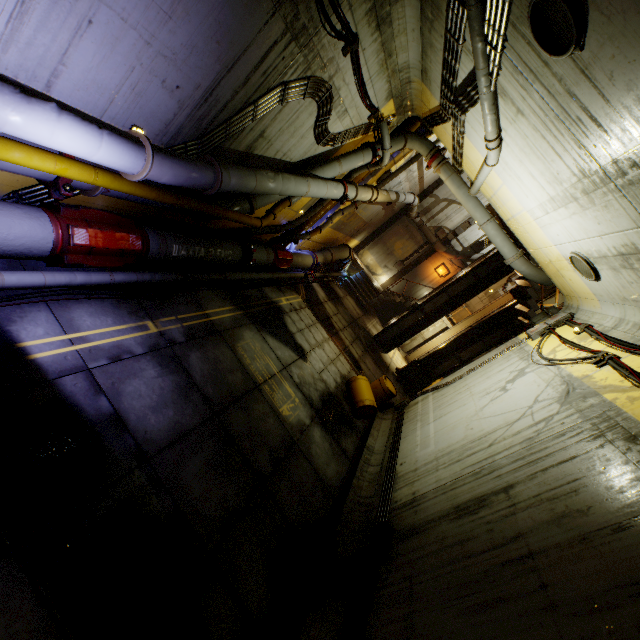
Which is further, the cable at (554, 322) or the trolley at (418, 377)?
the trolley at (418, 377)

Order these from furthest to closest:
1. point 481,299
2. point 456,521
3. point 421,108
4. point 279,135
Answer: point 481,299
point 421,108
point 279,135
point 456,521

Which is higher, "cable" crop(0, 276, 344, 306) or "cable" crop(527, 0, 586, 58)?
"cable" crop(527, 0, 586, 58)

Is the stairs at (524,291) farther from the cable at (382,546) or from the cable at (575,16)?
the cable at (575,16)

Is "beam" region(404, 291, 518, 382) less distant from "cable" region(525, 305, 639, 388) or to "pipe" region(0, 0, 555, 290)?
"pipe" region(0, 0, 555, 290)

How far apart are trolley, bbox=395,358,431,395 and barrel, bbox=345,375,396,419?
5.10m

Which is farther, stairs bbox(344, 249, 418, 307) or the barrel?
stairs bbox(344, 249, 418, 307)

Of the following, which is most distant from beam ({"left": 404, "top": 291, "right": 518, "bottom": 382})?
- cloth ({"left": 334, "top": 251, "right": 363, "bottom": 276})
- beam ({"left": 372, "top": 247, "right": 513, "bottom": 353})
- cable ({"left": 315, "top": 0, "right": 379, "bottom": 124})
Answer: cable ({"left": 315, "top": 0, "right": 379, "bottom": 124})
